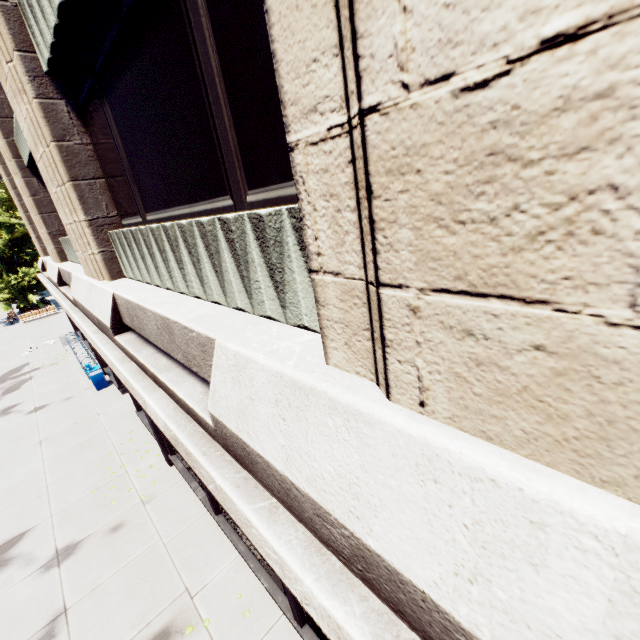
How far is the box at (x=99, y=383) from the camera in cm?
1549

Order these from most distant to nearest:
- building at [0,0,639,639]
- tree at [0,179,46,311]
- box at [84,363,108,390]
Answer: tree at [0,179,46,311] < box at [84,363,108,390] < building at [0,0,639,639]

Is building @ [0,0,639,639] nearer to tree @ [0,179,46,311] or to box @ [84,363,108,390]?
box @ [84,363,108,390]

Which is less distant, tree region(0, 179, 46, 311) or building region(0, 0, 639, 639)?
building region(0, 0, 639, 639)

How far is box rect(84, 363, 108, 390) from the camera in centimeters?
1549cm

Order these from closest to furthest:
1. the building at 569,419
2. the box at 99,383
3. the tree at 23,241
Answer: the building at 569,419
the box at 99,383
the tree at 23,241

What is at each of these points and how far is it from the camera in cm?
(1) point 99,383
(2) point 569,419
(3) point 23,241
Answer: (1) box, 1577
(2) building, 111
(3) tree, 3331
